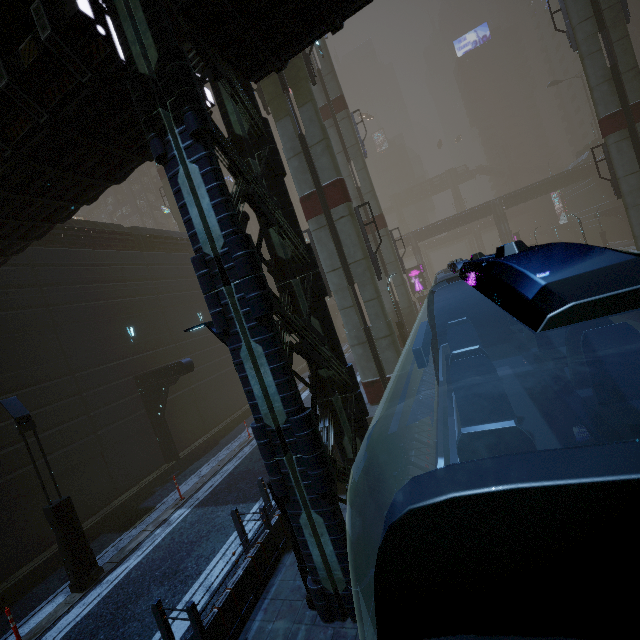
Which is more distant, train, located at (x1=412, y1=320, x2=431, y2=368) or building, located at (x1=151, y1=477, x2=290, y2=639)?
building, located at (x1=151, y1=477, x2=290, y2=639)

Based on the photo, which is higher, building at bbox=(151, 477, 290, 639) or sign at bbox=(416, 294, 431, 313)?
sign at bbox=(416, 294, 431, 313)

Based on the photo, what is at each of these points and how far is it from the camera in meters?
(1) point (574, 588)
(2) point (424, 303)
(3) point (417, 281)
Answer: (1) train, 0.7 m
(2) sign, 40.1 m
(3) sign, 40.2 m

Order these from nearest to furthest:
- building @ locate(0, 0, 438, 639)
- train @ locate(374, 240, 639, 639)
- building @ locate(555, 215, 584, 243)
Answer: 1. train @ locate(374, 240, 639, 639)
2. building @ locate(0, 0, 438, 639)
3. building @ locate(555, 215, 584, 243)

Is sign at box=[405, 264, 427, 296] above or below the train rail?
above

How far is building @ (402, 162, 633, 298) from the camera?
44.78m

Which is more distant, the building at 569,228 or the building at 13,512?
the building at 569,228

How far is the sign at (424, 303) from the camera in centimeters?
3988cm
